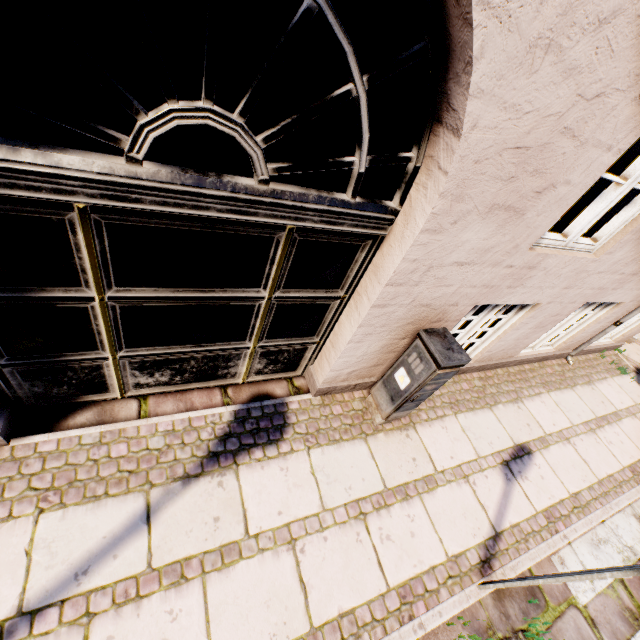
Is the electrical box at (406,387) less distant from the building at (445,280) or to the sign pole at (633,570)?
the building at (445,280)

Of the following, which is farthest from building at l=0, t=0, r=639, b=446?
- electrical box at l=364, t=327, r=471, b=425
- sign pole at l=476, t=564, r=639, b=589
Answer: sign pole at l=476, t=564, r=639, b=589

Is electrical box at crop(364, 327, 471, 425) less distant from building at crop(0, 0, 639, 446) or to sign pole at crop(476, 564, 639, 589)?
building at crop(0, 0, 639, 446)

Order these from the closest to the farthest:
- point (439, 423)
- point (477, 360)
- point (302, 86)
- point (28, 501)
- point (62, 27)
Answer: point (62, 27) → point (28, 501) → point (439, 423) → point (477, 360) → point (302, 86)

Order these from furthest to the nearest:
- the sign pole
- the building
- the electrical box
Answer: the electrical box
the sign pole
the building

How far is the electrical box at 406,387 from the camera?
2.7m

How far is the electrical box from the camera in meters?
2.7
